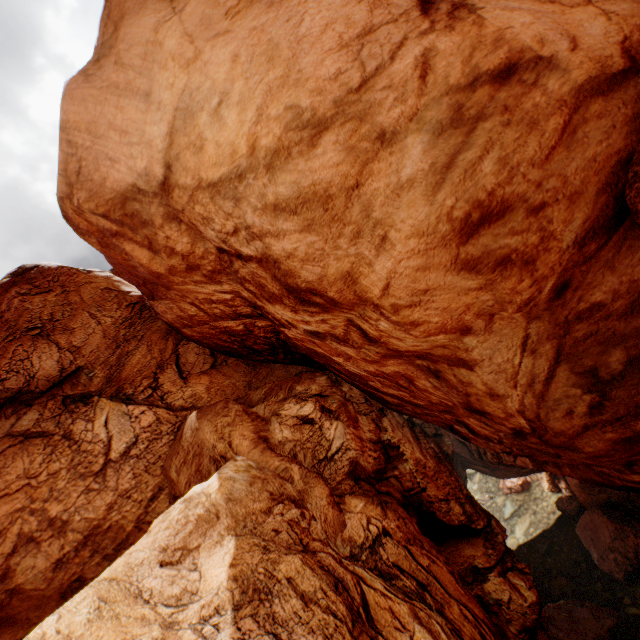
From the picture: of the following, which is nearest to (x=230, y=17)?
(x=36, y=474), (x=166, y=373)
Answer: (x=166, y=373)
